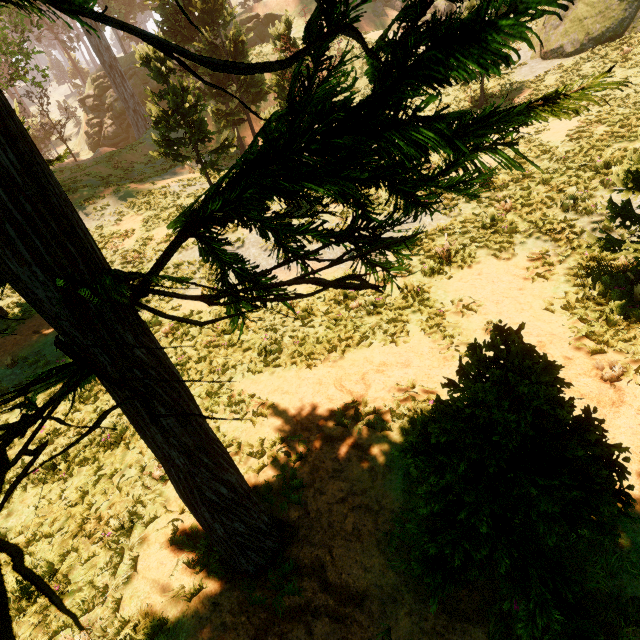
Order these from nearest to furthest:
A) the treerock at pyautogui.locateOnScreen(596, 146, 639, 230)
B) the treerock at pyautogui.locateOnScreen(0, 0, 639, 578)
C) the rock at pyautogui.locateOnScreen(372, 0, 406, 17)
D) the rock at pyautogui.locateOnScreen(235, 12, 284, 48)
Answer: the treerock at pyautogui.locateOnScreen(0, 0, 639, 578) < the treerock at pyautogui.locateOnScreen(596, 146, 639, 230) < the rock at pyautogui.locateOnScreen(235, 12, 284, 48) < the rock at pyautogui.locateOnScreen(372, 0, 406, 17)

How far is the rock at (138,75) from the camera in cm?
3459

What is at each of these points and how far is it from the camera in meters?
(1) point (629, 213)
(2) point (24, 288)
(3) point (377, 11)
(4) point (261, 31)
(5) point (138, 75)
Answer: (1) treerock, 6.2 m
(2) treerock, 1.8 m
(3) rock, 33.7 m
(4) rock, 33.1 m
(5) rock, 34.7 m

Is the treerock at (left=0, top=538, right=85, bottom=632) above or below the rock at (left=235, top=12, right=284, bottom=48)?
below

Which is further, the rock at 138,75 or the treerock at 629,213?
the rock at 138,75

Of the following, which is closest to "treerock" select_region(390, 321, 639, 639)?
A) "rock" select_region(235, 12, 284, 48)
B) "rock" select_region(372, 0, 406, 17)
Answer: "rock" select_region(235, 12, 284, 48)

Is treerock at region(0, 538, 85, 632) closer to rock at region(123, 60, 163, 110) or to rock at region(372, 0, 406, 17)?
rock at region(123, 60, 163, 110)
